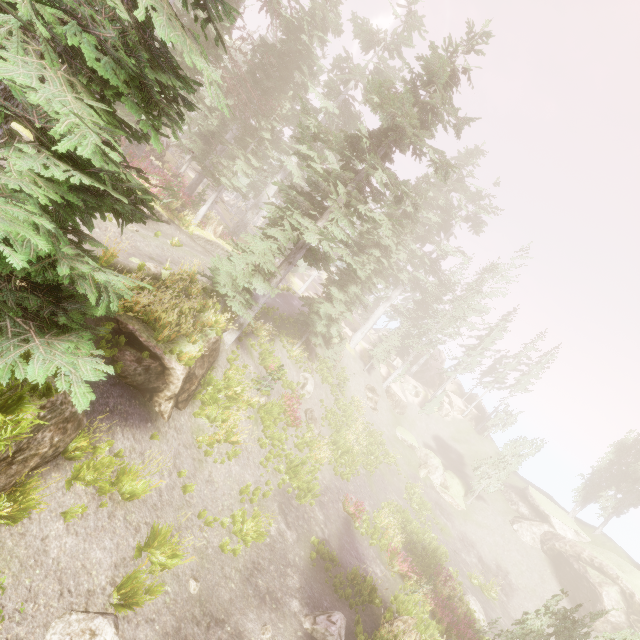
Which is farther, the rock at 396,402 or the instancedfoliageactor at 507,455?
the rock at 396,402

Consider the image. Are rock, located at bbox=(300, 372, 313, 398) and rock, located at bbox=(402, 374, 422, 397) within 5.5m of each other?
no

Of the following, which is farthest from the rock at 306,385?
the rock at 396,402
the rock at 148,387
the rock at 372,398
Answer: the rock at 396,402

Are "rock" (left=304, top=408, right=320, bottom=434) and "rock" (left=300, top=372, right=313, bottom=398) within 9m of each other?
yes

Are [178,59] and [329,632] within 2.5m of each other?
no

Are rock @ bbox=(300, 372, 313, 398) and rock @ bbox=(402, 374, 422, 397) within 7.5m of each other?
no

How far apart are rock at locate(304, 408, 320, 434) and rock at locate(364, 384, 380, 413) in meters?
13.3 m

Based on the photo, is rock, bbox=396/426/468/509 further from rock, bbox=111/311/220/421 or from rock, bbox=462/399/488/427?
rock, bbox=111/311/220/421
